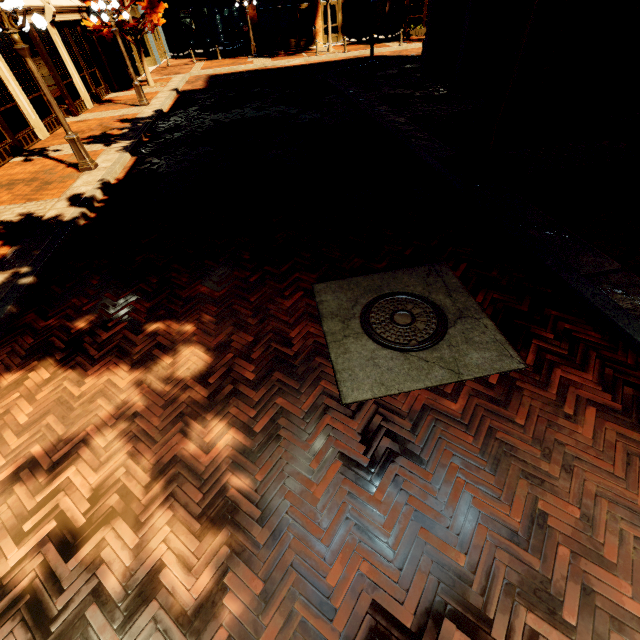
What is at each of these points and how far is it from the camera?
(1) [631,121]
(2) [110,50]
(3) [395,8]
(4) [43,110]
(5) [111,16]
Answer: (1) bench, 6.6 meters
(2) building, 17.9 meters
(3) building, 25.9 meters
(4) building, 12.1 meters
(5) light, 12.6 meters

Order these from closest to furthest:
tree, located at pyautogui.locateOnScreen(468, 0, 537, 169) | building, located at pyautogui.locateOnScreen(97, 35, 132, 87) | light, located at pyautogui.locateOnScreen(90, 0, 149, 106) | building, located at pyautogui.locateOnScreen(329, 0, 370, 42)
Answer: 1. tree, located at pyautogui.locateOnScreen(468, 0, 537, 169)
2. light, located at pyautogui.locateOnScreen(90, 0, 149, 106)
3. building, located at pyautogui.locateOnScreen(97, 35, 132, 87)
4. building, located at pyautogui.locateOnScreen(329, 0, 370, 42)

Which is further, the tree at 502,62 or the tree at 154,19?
the tree at 154,19

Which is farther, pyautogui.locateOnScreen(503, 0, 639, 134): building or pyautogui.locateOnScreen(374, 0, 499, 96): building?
pyautogui.locateOnScreen(374, 0, 499, 96): building

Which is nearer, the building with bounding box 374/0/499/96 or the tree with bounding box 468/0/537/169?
the tree with bounding box 468/0/537/169

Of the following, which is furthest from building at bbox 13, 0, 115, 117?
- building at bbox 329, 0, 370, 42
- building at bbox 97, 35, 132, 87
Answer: building at bbox 329, 0, 370, 42

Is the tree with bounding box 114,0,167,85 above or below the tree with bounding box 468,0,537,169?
above

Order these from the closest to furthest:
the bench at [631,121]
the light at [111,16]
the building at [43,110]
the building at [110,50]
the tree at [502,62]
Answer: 1. the tree at [502,62]
2. the bench at [631,121]
3. the building at [43,110]
4. the light at [111,16]
5. the building at [110,50]
